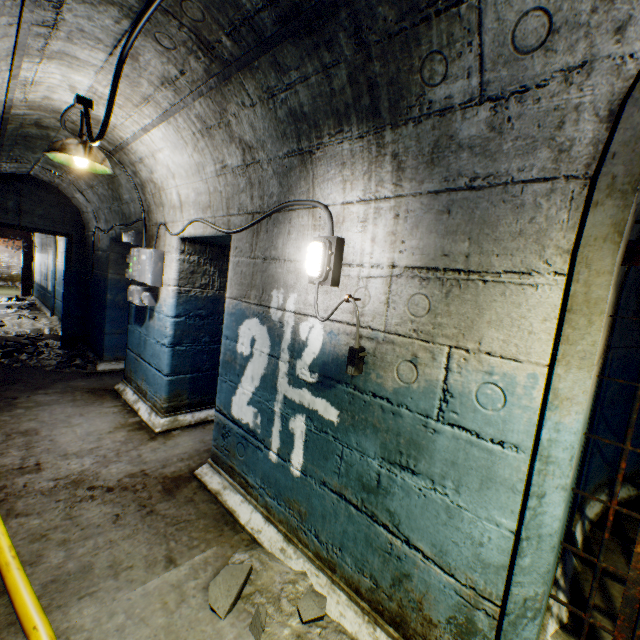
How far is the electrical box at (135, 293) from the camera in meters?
3.6

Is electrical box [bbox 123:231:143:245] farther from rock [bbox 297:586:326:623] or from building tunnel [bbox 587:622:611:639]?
rock [bbox 297:586:326:623]

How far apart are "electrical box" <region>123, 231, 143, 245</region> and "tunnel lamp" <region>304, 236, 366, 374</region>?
2.4m

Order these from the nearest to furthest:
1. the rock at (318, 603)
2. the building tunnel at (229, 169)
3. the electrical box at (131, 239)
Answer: the building tunnel at (229, 169), the rock at (318, 603), the electrical box at (131, 239)

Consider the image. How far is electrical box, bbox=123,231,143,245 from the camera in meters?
3.9

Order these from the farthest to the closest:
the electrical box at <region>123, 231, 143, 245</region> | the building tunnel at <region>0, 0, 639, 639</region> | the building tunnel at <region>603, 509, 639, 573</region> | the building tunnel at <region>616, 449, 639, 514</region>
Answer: the electrical box at <region>123, 231, 143, 245</region> < the building tunnel at <region>616, 449, 639, 514</region> < the building tunnel at <region>603, 509, 639, 573</region> < the building tunnel at <region>0, 0, 639, 639</region>

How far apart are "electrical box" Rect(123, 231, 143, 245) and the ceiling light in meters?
0.8 m

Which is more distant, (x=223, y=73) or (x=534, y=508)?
(x=223, y=73)
